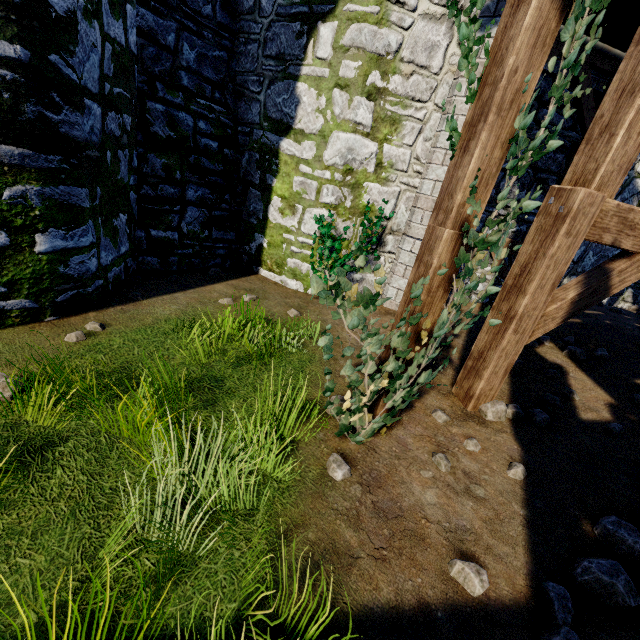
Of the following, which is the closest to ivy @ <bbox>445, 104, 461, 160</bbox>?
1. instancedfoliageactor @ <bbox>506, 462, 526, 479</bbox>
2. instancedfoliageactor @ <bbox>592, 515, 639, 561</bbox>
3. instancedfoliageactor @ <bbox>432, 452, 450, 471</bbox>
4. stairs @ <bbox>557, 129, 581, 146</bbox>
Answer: instancedfoliageactor @ <bbox>432, 452, 450, 471</bbox>

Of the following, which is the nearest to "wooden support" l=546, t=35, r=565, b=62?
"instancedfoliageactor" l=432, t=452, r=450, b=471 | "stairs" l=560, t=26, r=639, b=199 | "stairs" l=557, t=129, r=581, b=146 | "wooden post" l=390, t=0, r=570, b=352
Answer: "stairs" l=557, t=129, r=581, b=146

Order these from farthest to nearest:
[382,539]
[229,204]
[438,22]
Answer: [229,204]
[438,22]
[382,539]

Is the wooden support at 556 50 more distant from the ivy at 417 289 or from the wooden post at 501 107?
the wooden post at 501 107

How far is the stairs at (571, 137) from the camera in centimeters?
585cm

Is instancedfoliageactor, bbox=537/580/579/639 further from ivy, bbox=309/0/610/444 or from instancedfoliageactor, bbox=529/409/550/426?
instancedfoliageactor, bbox=529/409/550/426

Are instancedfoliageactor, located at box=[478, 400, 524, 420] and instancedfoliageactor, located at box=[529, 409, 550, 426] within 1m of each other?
yes

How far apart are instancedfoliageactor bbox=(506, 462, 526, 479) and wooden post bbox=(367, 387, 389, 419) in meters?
1.1 m
